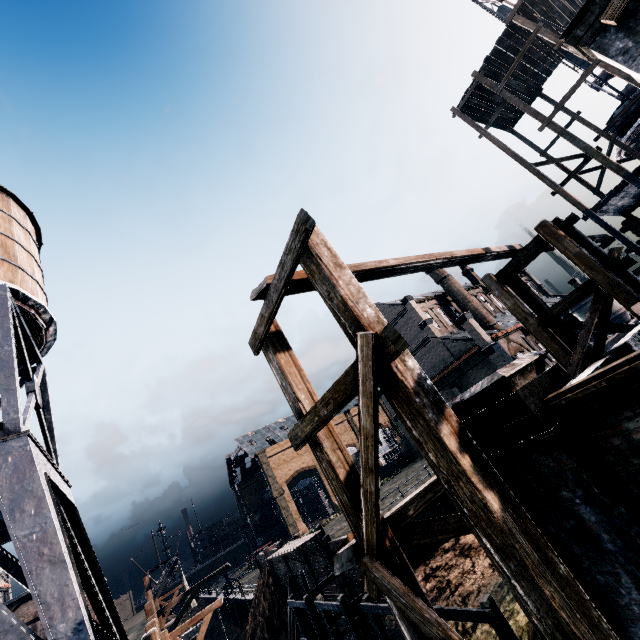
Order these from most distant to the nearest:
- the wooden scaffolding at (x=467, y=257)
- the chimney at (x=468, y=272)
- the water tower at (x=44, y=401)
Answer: the chimney at (x=468, y=272) < the water tower at (x=44, y=401) < the wooden scaffolding at (x=467, y=257)

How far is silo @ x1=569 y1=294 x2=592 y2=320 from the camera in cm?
4469

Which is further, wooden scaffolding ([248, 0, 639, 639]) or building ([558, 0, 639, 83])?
building ([558, 0, 639, 83])

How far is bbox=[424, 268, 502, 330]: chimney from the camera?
43.2m

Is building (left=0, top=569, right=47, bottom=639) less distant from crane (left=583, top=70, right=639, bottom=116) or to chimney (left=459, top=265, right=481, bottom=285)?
crane (left=583, top=70, right=639, bottom=116)

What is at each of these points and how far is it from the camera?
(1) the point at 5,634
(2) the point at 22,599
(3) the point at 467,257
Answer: (1) water tower, 6.82m
(2) building, 36.16m
(3) wooden scaffolding, 12.30m

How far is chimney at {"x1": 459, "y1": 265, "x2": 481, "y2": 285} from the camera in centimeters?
5697cm

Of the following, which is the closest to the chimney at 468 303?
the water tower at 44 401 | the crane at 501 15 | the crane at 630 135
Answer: the crane at 630 135
